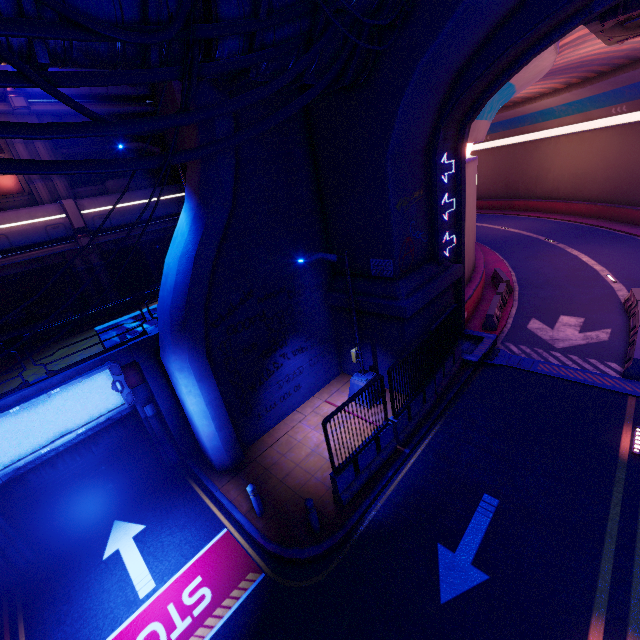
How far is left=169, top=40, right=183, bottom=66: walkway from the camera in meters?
5.3 m

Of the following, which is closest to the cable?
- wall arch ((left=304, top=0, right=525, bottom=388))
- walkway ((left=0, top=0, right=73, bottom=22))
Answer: walkway ((left=0, top=0, right=73, bottom=22))

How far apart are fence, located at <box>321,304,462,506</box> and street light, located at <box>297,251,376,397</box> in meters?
1.3

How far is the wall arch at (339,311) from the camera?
12.3m

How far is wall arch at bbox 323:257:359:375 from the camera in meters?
12.3 m

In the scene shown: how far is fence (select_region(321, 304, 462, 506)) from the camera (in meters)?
8.46

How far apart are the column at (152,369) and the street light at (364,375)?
5.4 meters

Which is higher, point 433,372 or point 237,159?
point 237,159
